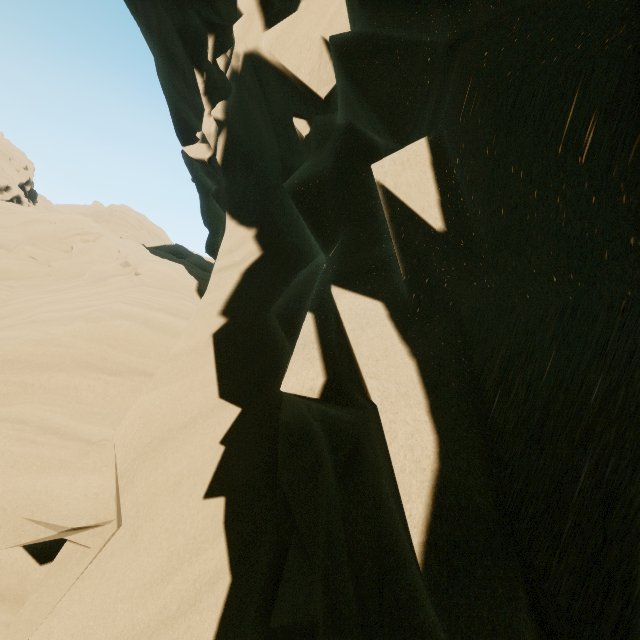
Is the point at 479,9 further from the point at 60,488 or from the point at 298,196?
the point at 60,488
